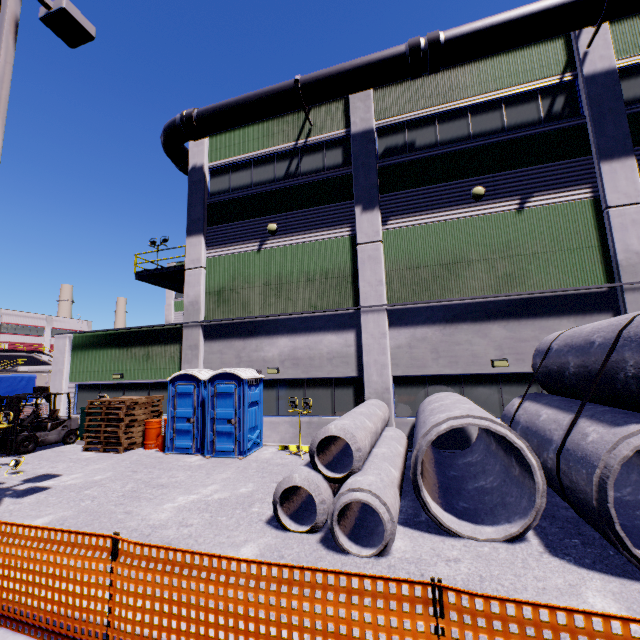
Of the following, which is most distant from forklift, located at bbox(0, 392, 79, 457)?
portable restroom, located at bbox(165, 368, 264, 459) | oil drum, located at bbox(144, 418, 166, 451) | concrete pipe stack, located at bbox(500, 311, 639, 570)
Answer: concrete pipe stack, located at bbox(500, 311, 639, 570)

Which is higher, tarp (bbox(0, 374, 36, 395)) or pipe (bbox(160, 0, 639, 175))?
pipe (bbox(160, 0, 639, 175))

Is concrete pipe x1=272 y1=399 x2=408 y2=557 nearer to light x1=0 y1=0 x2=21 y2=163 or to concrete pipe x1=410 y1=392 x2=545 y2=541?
concrete pipe x1=410 y1=392 x2=545 y2=541

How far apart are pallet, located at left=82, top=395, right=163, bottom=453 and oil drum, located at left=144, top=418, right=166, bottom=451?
0.17m

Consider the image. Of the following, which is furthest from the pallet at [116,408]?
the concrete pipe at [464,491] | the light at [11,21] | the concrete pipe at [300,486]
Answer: the concrete pipe at [464,491]

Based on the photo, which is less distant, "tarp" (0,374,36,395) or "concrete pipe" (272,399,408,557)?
"concrete pipe" (272,399,408,557)

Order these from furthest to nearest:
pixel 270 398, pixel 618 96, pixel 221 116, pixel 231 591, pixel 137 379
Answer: pixel 137 379 < pixel 221 116 < pixel 270 398 < pixel 618 96 < pixel 231 591

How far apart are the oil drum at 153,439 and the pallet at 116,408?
0.17m
